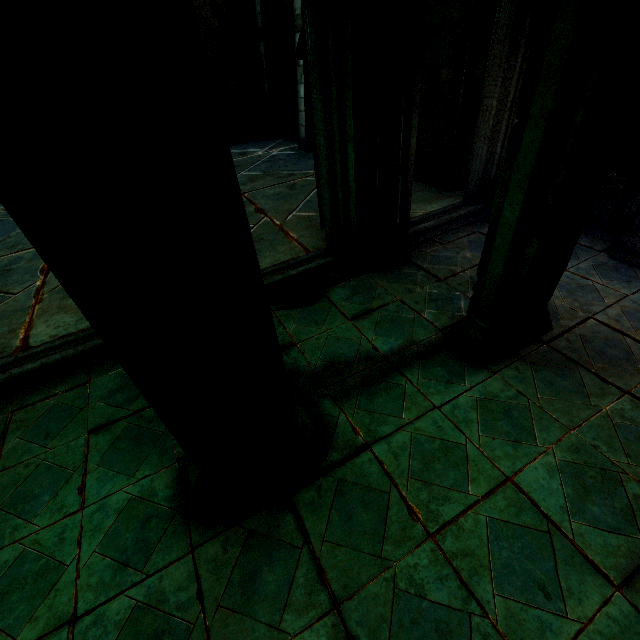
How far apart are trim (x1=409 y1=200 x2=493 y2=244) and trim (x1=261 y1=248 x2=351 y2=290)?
1.01m

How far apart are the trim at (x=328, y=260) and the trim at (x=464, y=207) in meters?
1.0 m

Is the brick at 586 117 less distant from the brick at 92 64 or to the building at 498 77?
the building at 498 77

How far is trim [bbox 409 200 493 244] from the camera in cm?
571

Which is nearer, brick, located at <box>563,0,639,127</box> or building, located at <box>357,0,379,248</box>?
brick, located at <box>563,0,639,127</box>

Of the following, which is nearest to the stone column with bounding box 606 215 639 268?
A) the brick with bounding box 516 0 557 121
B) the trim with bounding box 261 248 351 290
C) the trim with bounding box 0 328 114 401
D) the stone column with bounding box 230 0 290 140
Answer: the brick with bounding box 516 0 557 121

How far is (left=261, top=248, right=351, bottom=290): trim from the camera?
4.9m

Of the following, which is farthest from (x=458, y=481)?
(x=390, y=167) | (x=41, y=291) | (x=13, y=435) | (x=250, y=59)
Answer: (x=250, y=59)
